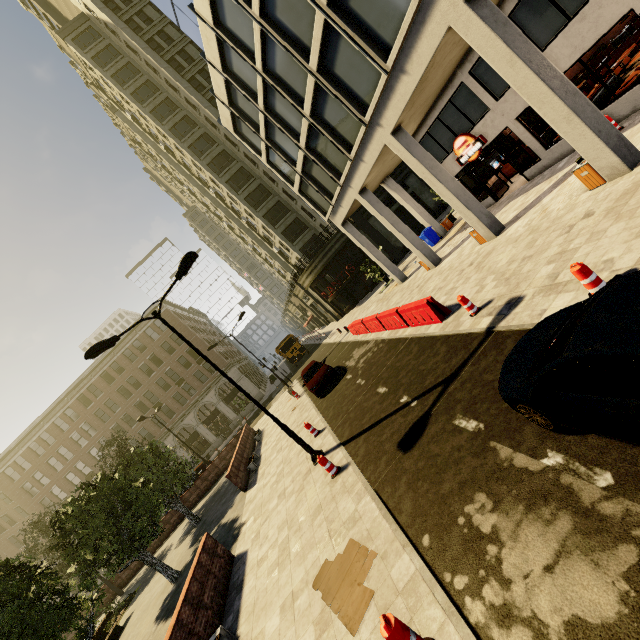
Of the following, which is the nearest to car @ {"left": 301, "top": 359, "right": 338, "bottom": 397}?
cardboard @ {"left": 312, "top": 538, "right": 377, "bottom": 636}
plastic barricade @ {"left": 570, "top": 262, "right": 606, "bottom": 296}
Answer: cardboard @ {"left": 312, "top": 538, "right": 377, "bottom": 636}

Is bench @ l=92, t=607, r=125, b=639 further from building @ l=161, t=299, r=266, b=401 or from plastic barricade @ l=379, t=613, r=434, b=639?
building @ l=161, t=299, r=266, b=401

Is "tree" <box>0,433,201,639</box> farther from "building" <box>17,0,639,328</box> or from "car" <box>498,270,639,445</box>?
"building" <box>17,0,639,328</box>

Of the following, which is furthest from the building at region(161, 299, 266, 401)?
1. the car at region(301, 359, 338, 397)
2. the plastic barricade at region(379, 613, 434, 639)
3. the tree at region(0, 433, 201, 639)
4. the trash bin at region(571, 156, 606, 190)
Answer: the plastic barricade at region(379, 613, 434, 639)

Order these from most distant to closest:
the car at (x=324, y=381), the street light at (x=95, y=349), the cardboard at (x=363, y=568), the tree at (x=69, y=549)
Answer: the car at (x=324, y=381), the street light at (x=95, y=349), the tree at (x=69, y=549), the cardboard at (x=363, y=568)

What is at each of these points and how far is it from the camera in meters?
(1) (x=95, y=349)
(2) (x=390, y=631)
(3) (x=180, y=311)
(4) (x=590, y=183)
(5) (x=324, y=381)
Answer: (1) street light, 10.1
(2) plastic barricade, 3.6
(3) building, 52.9
(4) trash bin, 9.1
(5) car, 17.0

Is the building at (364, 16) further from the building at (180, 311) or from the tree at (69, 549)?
the tree at (69, 549)

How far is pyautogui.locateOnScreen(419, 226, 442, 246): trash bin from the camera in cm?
2317
